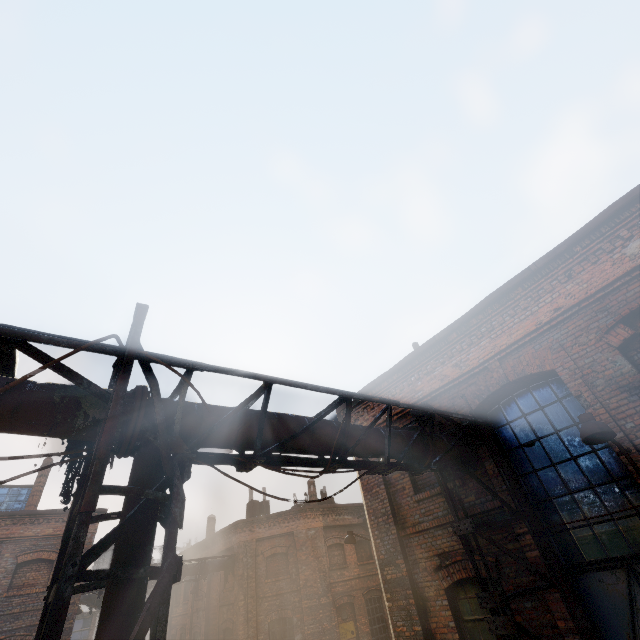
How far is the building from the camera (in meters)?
Result: 16.78

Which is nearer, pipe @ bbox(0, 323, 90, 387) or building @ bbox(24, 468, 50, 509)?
pipe @ bbox(0, 323, 90, 387)

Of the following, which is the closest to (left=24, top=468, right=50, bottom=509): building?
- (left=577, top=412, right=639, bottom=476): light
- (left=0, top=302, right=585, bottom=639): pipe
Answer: (left=0, top=302, right=585, bottom=639): pipe

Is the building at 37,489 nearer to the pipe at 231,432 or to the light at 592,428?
the pipe at 231,432

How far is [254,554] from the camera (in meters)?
17.91

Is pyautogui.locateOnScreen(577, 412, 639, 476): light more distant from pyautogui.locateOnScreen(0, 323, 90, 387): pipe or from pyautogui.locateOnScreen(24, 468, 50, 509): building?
pyautogui.locateOnScreen(24, 468, 50, 509): building

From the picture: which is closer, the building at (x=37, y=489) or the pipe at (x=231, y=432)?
the pipe at (x=231, y=432)

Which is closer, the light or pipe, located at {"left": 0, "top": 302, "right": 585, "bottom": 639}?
pipe, located at {"left": 0, "top": 302, "right": 585, "bottom": 639}
